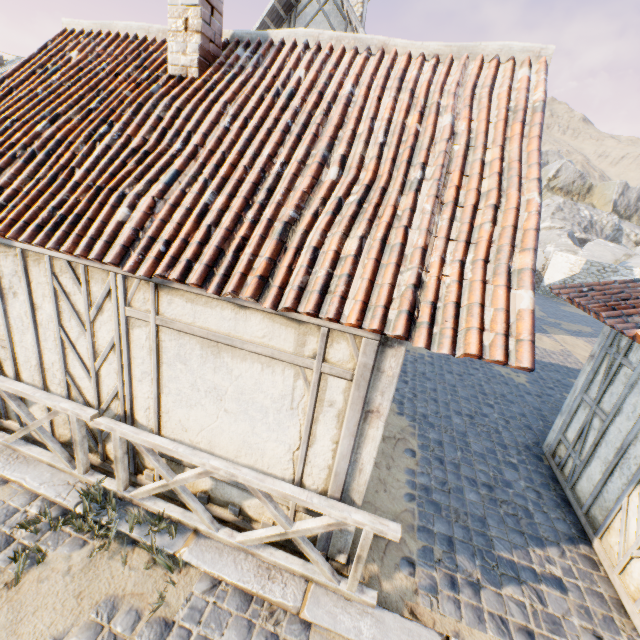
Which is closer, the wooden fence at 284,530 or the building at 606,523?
the wooden fence at 284,530

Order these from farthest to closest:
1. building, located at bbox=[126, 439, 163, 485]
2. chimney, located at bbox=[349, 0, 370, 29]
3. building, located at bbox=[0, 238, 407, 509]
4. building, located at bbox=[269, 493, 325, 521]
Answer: chimney, located at bbox=[349, 0, 370, 29] → building, located at bbox=[126, 439, 163, 485] → building, located at bbox=[269, 493, 325, 521] → building, located at bbox=[0, 238, 407, 509]

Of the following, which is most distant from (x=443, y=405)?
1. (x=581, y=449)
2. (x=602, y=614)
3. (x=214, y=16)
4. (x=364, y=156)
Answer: (x=214, y=16)

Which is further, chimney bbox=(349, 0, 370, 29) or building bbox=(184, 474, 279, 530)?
chimney bbox=(349, 0, 370, 29)

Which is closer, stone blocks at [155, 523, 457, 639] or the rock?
stone blocks at [155, 523, 457, 639]

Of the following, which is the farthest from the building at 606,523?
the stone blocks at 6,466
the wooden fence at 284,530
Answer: the wooden fence at 284,530

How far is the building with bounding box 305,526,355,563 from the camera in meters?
3.6 m
